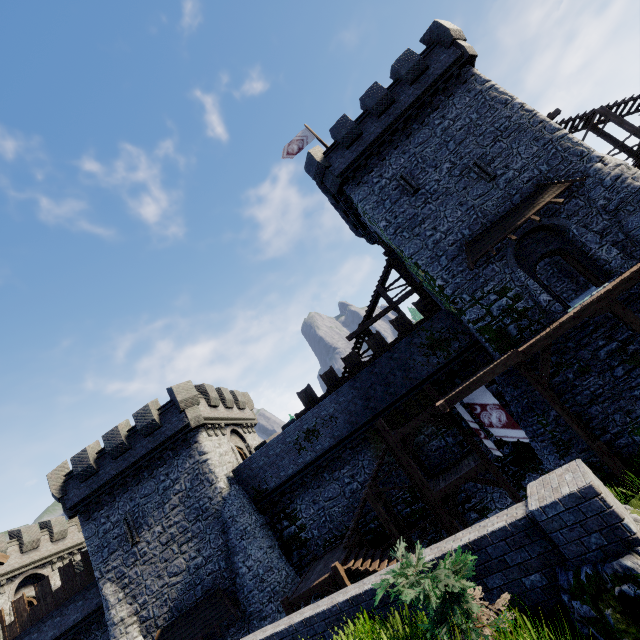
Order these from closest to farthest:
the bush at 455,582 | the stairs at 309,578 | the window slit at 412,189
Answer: the bush at 455,582
the stairs at 309,578
the window slit at 412,189

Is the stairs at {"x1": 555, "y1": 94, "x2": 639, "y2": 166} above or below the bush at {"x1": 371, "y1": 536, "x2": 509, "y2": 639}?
above

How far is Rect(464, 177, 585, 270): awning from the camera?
15.48m

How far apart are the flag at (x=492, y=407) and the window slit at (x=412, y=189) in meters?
11.3

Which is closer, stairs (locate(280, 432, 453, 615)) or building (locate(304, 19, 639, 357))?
stairs (locate(280, 432, 453, 615))

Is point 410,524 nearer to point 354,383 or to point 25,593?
point 354,383

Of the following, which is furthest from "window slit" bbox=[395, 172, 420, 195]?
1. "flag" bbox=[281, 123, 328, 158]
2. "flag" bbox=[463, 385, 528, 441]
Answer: "flag" bbox=[463, 385, 528, 441]

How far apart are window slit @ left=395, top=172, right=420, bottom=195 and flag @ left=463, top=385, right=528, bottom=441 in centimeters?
1130cm
